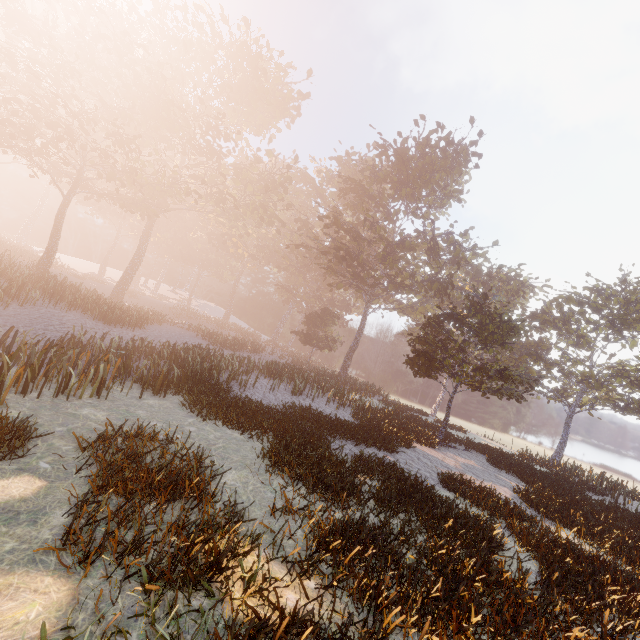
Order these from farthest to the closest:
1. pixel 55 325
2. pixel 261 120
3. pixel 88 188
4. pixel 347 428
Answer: pixel 261 120
pixel 88 188
pixel 55 325
pixel 347 428
